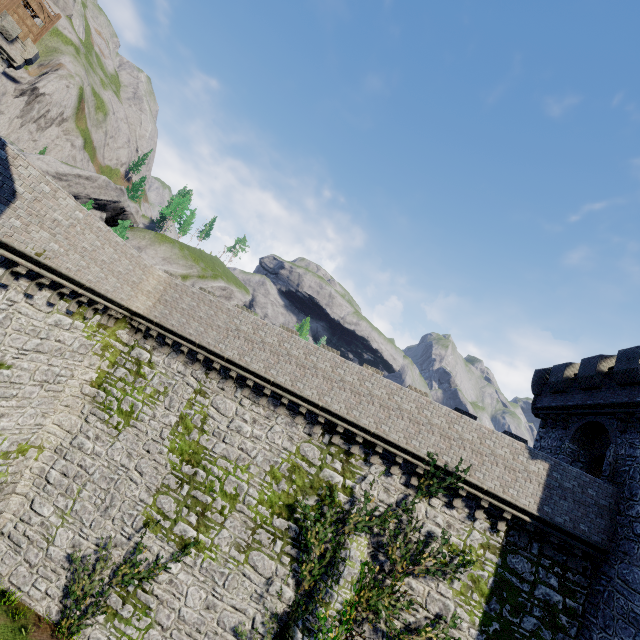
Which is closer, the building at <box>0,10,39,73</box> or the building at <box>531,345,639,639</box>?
the building at <box>531,345,639,639</box>

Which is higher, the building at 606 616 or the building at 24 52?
the building at 24 52

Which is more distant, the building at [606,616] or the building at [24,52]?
the building at [24,52]

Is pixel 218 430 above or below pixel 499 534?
below

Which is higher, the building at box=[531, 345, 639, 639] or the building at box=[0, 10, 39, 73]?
the building at box=[0, 10, 39, 73]
